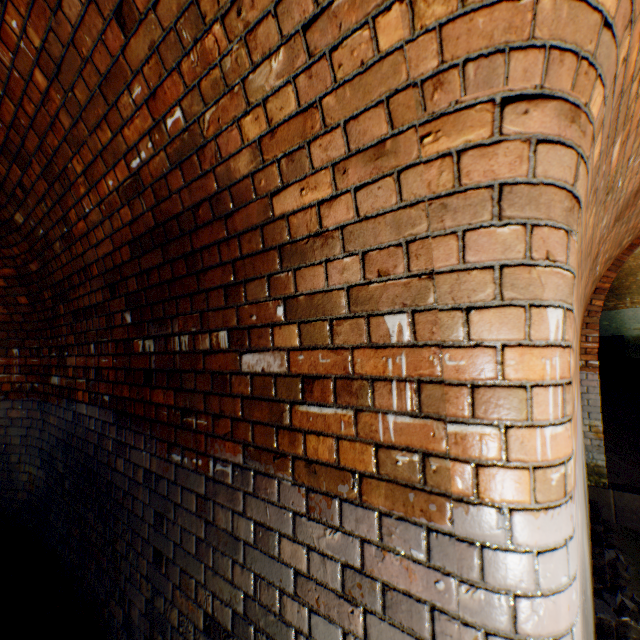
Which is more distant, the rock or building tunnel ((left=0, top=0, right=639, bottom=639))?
the rock

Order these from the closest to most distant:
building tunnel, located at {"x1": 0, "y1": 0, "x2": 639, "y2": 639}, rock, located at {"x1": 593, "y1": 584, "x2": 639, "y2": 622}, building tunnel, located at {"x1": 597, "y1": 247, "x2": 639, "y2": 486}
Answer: building tunnel, located at {"x1": 0, "y1": 0, "x2": 639, "y2": 639} < rock, located at {"x1": 593, "y1": 584, "x2": 639, "y2": 622} < building tunnel, located at {"x1": 597, "y1": 247, "x2": 639, "y2": 486}

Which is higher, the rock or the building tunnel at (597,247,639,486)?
the building tunnel at (597,247,639,486)

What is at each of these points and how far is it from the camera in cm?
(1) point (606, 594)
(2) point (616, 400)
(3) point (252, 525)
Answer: (1) rock, 261
(2) building tunnel, 661
(3) building tunnel, 123

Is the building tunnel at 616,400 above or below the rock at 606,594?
above
